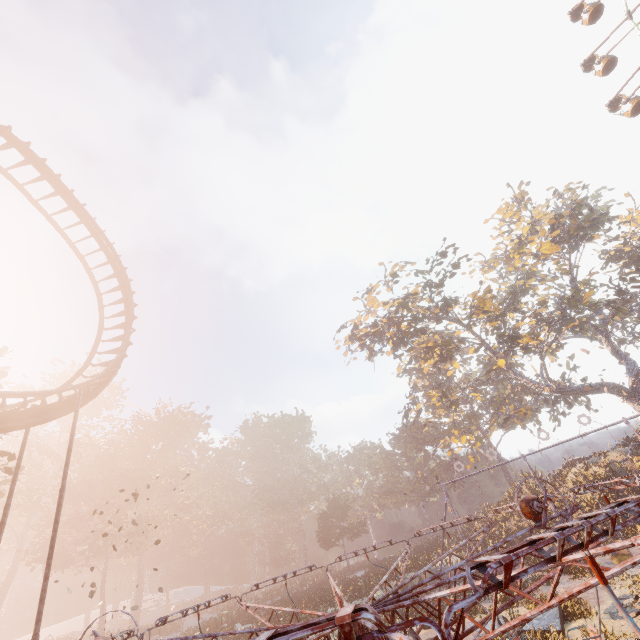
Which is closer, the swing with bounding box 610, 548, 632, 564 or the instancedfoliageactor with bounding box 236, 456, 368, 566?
the swing with bounding box 610, 548, 632, 564

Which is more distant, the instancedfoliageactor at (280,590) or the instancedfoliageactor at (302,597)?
the instancedfoliageactor at (280,590)

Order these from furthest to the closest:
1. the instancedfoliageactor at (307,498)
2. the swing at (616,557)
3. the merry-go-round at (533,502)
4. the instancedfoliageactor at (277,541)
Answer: the instancedfoliageactor at (277,541), the instancedfoliageactor at (307,498), the swing at (616,557), the merry-go-round at (533,502)

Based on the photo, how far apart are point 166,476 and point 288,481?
21.4 meters

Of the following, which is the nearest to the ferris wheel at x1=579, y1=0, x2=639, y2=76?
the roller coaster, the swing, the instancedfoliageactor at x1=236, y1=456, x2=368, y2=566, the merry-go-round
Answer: the swing

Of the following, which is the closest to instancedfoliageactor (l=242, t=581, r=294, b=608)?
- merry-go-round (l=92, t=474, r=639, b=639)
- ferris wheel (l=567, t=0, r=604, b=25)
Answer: merry-go-round (l=92, t=474, r=639, b=639)

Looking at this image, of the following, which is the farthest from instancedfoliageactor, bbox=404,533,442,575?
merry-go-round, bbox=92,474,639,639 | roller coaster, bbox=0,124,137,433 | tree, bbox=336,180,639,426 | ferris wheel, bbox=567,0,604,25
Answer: ferris wheel, bbox=567,0,604,25

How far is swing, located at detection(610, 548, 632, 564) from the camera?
16.4m
